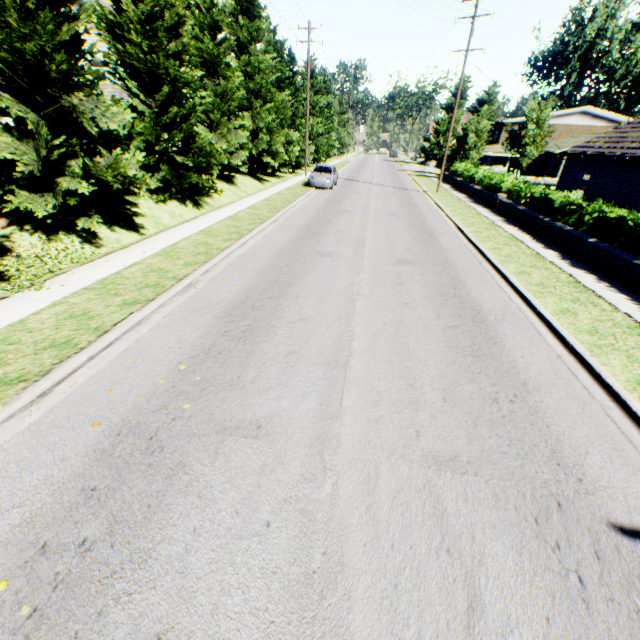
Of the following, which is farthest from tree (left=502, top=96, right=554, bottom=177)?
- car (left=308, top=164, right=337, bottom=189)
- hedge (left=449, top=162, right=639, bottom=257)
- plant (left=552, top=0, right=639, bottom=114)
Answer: hedge (left=449, top=162, right=639, bottom=257)

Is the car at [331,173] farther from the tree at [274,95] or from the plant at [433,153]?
the plant at [433,153]

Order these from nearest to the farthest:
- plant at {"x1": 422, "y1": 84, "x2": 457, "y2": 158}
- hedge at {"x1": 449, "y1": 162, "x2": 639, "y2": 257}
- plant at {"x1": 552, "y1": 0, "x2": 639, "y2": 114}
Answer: hedge at {"x1": 449, "y1": 162, "x2": 639, "y2": 257}, plant at {"x1": 552, "y1": 0, "x2": 639, "y2": 114}, plant at {"x1": 422, "y1": 84, "x2": 457, "y2": 158}

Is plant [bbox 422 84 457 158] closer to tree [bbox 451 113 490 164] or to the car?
tree [bbox 451 113 490 164]

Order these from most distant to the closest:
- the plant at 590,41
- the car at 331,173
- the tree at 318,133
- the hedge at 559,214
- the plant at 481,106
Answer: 1. the plant at 590,41
2. the tree at 318,133
3. the plant at 481,106
4. the car at 331,173
5. the hedge at 559,214

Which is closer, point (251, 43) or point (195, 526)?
point (195, 526)

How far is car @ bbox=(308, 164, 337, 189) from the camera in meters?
24.5 m

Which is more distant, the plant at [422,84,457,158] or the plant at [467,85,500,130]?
the plant at [422,84,457,158]
